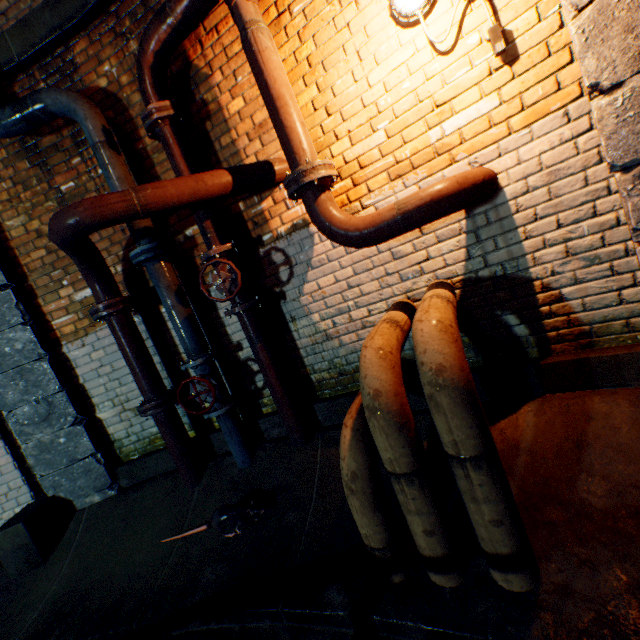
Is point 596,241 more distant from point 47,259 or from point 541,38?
point 47,259

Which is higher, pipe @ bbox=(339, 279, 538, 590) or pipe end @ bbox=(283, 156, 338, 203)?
pipe end @ bbox=(283, 156, 338, 203)

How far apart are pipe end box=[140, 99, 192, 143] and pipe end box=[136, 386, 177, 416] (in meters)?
2.27

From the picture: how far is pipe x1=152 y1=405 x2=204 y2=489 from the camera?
3.08m

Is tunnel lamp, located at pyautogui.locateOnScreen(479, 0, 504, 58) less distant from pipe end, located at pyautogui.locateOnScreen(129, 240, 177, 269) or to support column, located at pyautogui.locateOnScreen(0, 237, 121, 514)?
pipe end, located at pyautogui.locateOnScreen(129, 240, 177, 269)

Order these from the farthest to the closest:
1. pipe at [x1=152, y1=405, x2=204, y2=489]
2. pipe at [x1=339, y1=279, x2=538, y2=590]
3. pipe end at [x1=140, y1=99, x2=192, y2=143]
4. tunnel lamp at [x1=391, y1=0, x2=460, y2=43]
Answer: pipe at [x1=152, y1=405, x2=204, y2=489] < pipe end at [x1=140, y1=99, x2=192, y2=143] < tunnel lamp at [x1=391, y1=0, x2=460, y2=43] < pipe at [x1=339, y1=279, x2=538, y2=590]

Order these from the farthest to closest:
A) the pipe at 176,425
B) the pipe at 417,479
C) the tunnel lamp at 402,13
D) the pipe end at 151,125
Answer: the pipe at 176,425, the pipe end at 151,125, the tunnel lamp at 402,13, the pipe at 417,479

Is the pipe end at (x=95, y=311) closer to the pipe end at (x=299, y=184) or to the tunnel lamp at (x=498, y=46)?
the pipe end at (x=299, y=184)
